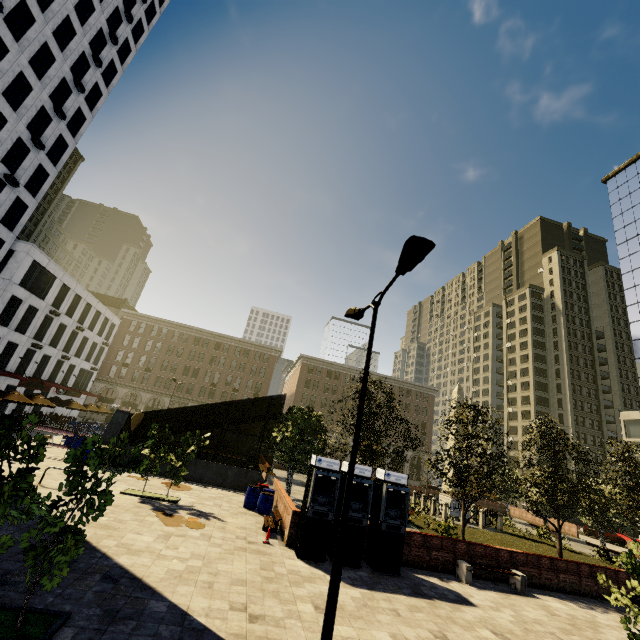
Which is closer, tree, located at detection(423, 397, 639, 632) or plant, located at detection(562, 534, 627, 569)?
tree, located at detection(423, 397, 639, 632)

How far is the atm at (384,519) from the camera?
11.4m

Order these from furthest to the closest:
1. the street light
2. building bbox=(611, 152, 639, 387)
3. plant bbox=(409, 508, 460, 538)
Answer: building bbox=(611, 152, 639, 387)
plant bbox=(409, 508, 460, 538)
the street light

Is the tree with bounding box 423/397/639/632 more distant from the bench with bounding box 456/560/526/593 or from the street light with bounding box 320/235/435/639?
the street light with bounding box 320/235/435/639

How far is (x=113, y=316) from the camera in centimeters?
5078cm

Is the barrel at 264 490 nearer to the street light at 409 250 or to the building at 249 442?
the street light at 409 250

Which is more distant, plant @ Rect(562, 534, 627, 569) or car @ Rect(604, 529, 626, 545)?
car @ Rect(604, 529, 626, 545)

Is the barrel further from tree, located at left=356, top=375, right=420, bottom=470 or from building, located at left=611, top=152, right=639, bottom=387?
building, located at left=611, top=152, right=639, bottom=387
